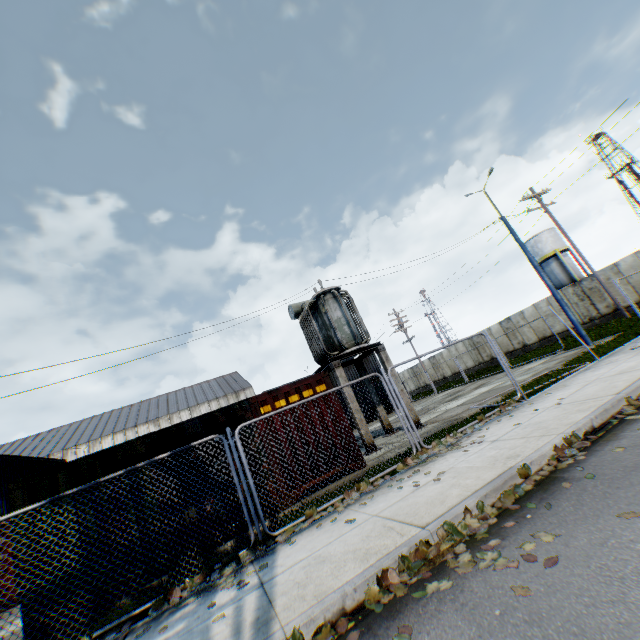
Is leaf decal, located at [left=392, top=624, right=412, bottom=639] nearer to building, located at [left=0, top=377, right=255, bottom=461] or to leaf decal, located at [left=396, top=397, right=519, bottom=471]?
leaf decal, located at [left=396, top=397, right=519, bottom=471]

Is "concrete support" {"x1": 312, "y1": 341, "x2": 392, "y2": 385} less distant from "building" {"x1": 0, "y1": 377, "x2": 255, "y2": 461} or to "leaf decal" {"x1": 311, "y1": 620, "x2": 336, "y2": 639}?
"leaf decal" {"x1": 311, "y1": 620, "x2": 336, "y2": 639}

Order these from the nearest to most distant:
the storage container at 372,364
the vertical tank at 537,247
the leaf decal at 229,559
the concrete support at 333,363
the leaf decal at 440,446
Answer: the leaf decal at 229,559 < the leaf decal at 440,446 < the concrete support at 333,363 < the storage container at 372,364 < the vertical tank at 537,247

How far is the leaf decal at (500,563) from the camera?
2.9 meters

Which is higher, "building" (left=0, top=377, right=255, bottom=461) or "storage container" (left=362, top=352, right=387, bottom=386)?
"building" (left=0, top=377, right=255, bottom=461)

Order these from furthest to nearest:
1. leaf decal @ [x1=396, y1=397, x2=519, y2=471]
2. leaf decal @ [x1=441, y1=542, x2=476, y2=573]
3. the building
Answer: the building, leaf decal @ [x1=396, y1=397, x2=519, y2=471], leaf decal @ [x1=441, y1=542, x2=476, y2=573]

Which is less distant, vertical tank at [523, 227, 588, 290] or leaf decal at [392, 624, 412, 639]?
leaf decal at [392, 624, 412, 639]

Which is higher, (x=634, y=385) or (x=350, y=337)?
(x=350, y=337)
